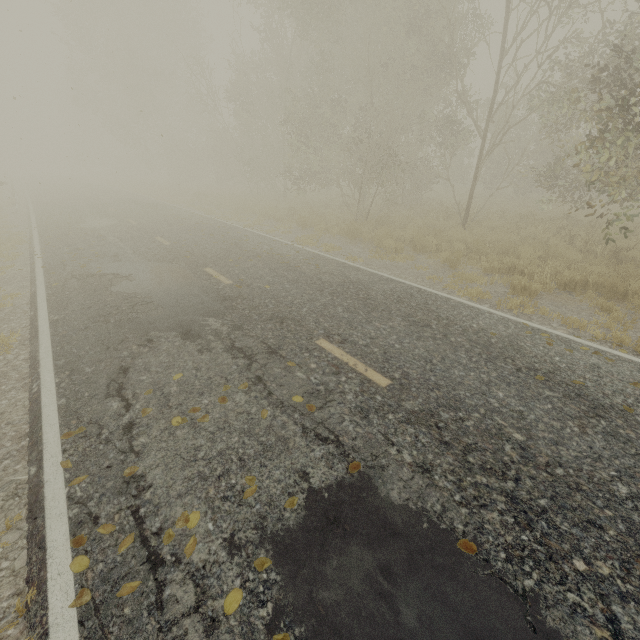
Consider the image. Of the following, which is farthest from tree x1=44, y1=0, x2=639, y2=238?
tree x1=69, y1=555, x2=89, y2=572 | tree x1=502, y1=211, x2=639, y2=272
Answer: tree x1=69, y1=555, x2=89, y2=572

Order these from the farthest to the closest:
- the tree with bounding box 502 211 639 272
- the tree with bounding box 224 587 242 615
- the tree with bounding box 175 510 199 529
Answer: the tree with bounding box 502 211 639 272, the tree with bounding box 175 510 199 529, the tree with bounding box 224 587 242 615

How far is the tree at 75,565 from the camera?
2.5 meters

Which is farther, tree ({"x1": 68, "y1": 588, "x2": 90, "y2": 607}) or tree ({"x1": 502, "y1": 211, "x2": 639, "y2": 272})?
tree ({"x1": 502, "y1": 211, "x2": 639, "y2": 272})

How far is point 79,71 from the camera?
29.83m

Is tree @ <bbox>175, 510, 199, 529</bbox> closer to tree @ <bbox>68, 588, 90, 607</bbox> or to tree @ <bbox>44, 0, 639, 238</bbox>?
tree @ <bbox>68, 588, 90, 607</bbox>

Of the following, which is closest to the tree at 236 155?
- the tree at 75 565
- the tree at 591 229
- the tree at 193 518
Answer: the tree at 591 229

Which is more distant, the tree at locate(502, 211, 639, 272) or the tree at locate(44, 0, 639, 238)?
the tree at locate(44, 0, 639, 238)
